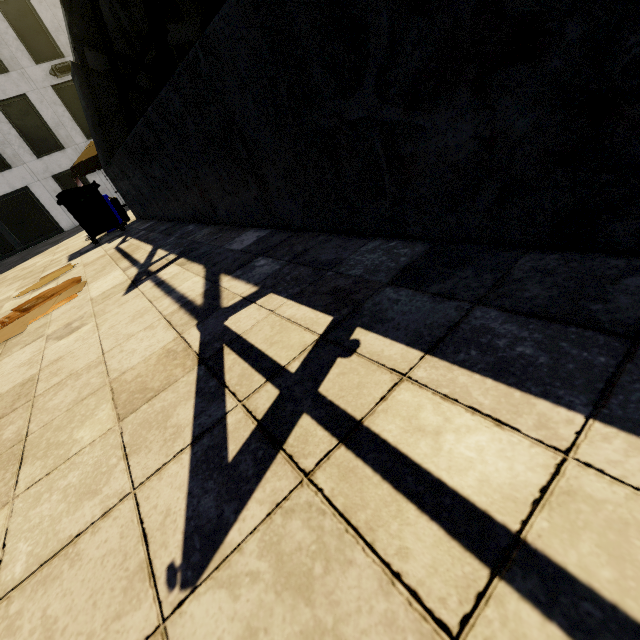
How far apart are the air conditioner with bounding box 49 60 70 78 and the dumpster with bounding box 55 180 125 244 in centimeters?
1726cm

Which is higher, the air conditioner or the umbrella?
the air conditioner

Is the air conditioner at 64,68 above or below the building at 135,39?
below

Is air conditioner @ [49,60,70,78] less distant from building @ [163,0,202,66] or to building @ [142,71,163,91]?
building @ [163,0,202,66]

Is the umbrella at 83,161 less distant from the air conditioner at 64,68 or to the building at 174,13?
the air conditioner at 64,68

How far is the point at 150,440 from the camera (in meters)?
1.15

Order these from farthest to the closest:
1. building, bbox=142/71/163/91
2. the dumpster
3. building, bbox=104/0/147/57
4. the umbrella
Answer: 1. building, bbox=142/71/163/91
2. building, bbox=104/0/147/57
3. the umbrella
4. the dumpster

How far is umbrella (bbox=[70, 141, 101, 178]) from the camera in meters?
13.6
